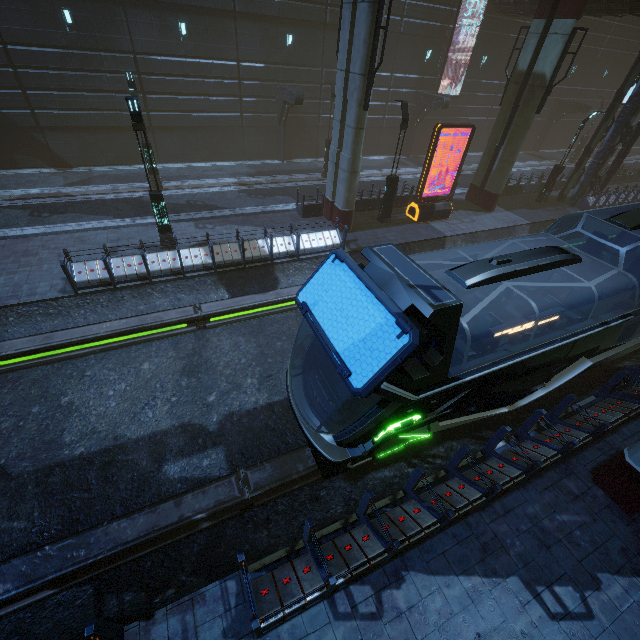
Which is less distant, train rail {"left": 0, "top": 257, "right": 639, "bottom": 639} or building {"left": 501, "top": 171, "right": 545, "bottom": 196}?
train rail {"left": 0, "top": 257, "right": 639, "bottom": 639}

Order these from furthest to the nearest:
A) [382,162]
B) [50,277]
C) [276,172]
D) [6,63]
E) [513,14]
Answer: [382,162], [513,14], [276,172], [6,63], [50,277]

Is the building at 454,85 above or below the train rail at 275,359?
above

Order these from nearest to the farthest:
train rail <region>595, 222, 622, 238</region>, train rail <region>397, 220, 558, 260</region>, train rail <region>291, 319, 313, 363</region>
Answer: train rail <region>291, 319, 313, 363</region> < train rail <region>397, 220, 558, 260</region> < train rail <region>595, 222, 622, 238</region>

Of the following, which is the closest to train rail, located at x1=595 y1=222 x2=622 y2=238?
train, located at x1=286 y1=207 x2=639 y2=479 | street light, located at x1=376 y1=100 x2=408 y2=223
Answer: train, located at x1=286 y1=207 x2=639 y2=479

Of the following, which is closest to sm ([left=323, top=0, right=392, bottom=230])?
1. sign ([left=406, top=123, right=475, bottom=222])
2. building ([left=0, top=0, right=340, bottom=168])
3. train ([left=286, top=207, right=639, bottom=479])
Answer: building ([left=0, top=0, right=340, bottom=168])

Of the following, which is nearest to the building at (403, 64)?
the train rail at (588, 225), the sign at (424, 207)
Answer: the train rail at (588, 225)

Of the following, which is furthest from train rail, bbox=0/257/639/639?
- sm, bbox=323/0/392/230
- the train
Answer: sm, bbox=323/0/392/230
